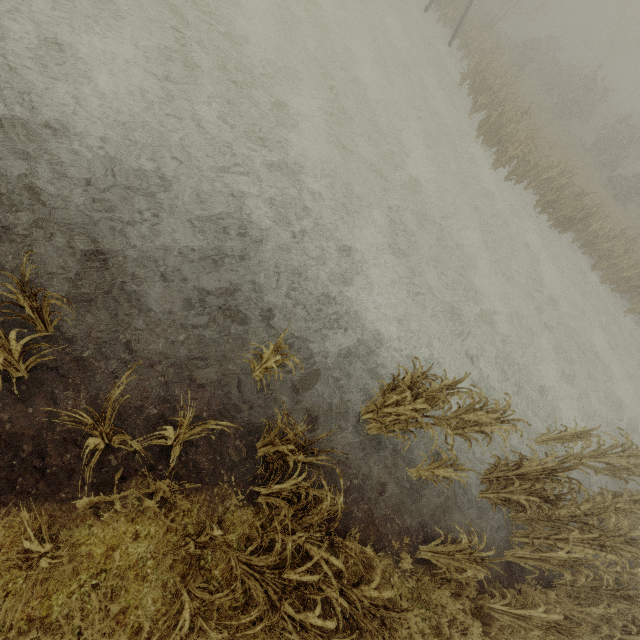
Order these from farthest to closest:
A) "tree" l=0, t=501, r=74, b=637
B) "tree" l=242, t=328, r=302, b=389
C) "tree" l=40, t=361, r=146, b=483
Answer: "tree" l=242, t=328, r=302, b=389, "tree" l=40, t=361, r=146, b=483, "tree" l=0, t=501, r=74, b=637

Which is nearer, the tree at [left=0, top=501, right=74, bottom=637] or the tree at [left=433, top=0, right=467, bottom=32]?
the tree at [left=0, top=501, right=74, bottom=637]

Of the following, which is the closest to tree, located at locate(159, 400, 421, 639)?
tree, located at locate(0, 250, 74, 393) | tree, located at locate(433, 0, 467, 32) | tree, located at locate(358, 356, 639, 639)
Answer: tree, located at locate(0, 250, 74, 393)

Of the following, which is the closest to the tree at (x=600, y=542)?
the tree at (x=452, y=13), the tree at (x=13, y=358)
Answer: the tree at (x=13, y=358)

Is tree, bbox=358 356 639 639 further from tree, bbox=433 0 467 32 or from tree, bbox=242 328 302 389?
tree, bbox=433 0 467 32

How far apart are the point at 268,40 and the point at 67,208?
10.0m

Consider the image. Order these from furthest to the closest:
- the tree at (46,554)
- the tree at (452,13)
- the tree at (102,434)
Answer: the tree at (452,13)
the tree at (102,434)
the tree at (46,554)

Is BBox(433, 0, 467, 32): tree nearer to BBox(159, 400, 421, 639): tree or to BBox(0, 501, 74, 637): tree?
BBox(0, 501, 74, 637): tree
